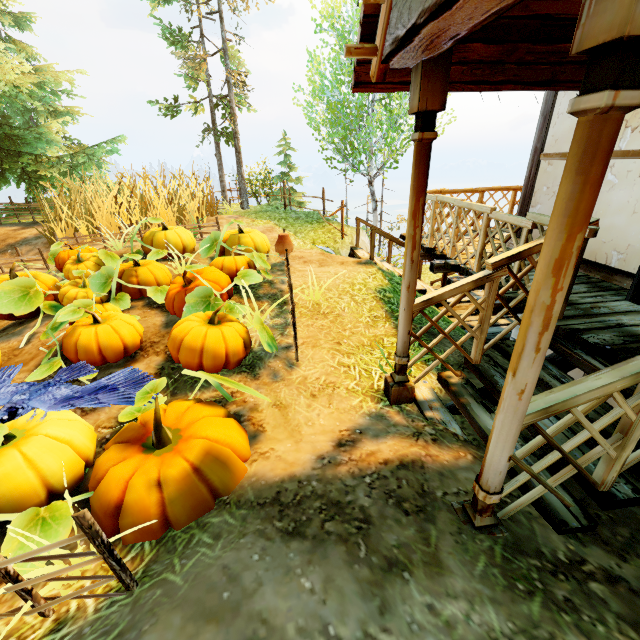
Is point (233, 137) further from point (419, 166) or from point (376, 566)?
point (376, 566)

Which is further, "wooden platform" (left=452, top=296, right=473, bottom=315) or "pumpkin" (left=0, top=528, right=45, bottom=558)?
"wooden platform" (left=452, top=296, right=473, bottom=315)

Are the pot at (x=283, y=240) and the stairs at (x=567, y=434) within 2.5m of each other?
no

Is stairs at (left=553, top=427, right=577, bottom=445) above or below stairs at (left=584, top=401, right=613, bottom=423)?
below

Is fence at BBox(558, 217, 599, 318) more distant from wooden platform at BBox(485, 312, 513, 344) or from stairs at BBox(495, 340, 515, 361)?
wooden platform at BBox(485, 312, 513, 344)

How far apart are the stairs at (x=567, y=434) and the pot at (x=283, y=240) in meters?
3.7

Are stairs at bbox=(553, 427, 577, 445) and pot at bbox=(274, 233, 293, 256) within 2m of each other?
no

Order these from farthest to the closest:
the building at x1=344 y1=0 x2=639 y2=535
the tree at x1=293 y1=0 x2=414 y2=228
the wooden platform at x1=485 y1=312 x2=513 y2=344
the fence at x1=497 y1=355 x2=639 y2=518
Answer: the tree at x1=293 y1=0 x2=414 y2=228
the wooden platform at x1=485 y1=312 x2=513 y2=344
the fence at x1=497 y1=355 x2=639 y2=518
the building at x1=344 y1=0 x2=639 y2=535
